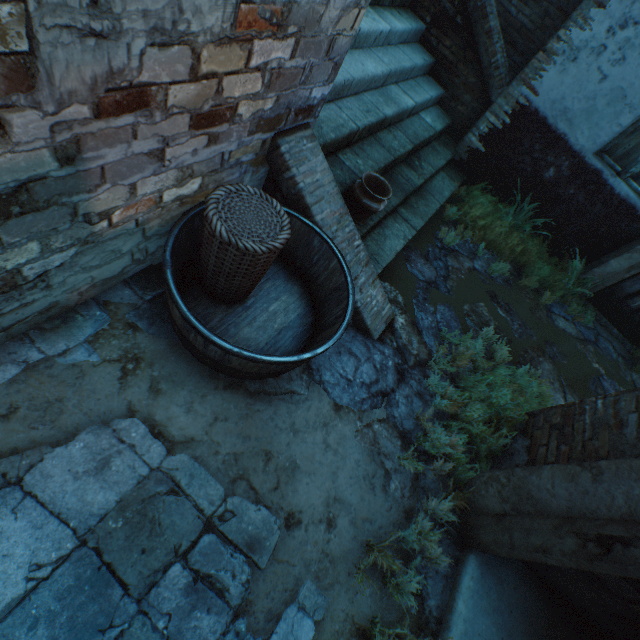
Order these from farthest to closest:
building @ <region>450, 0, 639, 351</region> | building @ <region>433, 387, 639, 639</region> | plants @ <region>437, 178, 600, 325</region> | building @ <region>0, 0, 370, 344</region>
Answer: plants @ <region>437, 178, 600, 325</region> → building @ <region>450, 0, 639, 351</region> → building @ <region>433, 387, 639, 639</region> → building @ <region>0, 0, 370, 344</region>

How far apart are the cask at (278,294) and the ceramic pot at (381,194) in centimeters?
56cm

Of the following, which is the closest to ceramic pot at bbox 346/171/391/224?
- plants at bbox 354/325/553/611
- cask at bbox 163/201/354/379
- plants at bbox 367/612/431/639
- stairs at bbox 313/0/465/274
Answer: stairs at bbox 313/0/465/274

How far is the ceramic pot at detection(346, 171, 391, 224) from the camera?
2.96m

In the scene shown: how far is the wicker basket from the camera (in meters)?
1.91

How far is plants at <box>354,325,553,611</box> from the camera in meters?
2.2

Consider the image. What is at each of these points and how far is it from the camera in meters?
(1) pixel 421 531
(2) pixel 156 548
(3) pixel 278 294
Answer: (1) plants, 2.4
(2) ground pavers, 1.8
(3) cask, 2.9

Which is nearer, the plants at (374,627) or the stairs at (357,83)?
the plants at (374,627)
